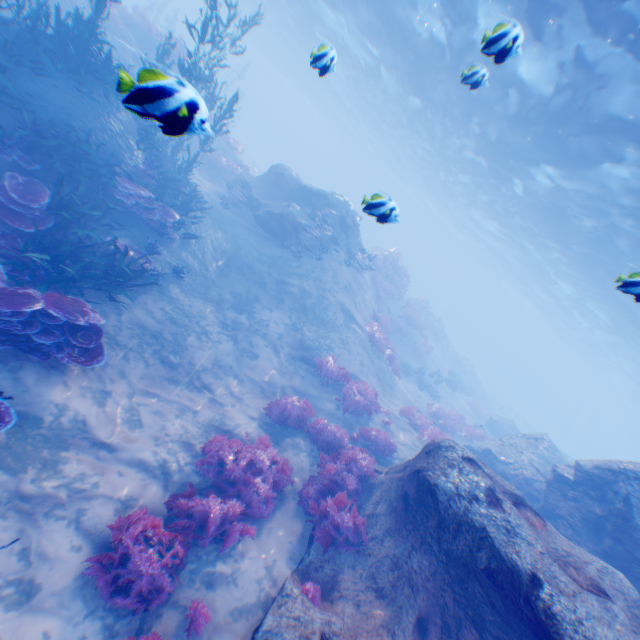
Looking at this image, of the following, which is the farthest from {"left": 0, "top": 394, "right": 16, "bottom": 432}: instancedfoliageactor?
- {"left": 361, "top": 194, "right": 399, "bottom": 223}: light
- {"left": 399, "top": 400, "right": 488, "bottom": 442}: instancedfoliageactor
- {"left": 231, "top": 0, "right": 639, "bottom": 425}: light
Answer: {"left": 399, "top": 400, "right": 488, "bottom": 442}: instancedfoliageactor

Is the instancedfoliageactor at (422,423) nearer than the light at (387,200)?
No

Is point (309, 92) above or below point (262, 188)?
above

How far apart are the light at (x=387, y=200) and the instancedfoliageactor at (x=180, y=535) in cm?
497

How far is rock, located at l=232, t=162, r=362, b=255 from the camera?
16.0 meters

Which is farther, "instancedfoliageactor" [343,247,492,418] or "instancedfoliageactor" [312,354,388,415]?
"instancedfoliageactor" [343,247,492,418]

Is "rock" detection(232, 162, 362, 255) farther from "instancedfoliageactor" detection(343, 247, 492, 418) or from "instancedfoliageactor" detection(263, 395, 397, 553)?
"instancedfoliageactor" detection(343, 247, 492, 418)

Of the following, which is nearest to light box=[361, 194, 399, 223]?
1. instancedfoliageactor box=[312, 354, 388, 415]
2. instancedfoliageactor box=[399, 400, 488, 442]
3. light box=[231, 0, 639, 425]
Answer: light box=[231, 0, 639, 425]
